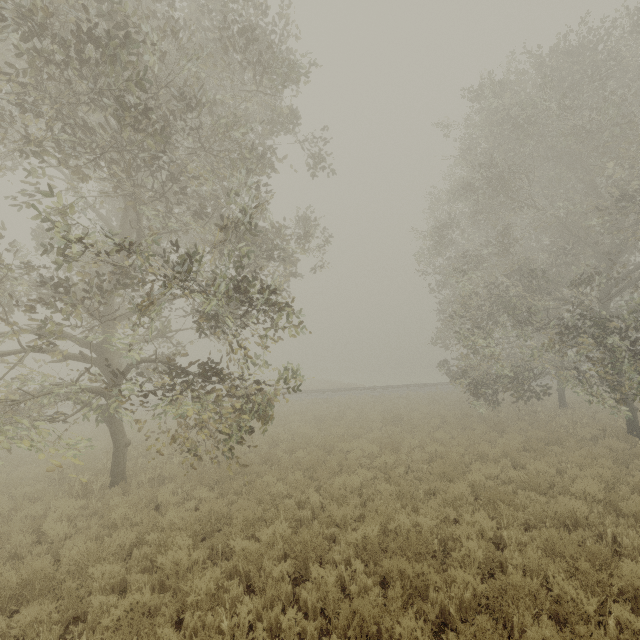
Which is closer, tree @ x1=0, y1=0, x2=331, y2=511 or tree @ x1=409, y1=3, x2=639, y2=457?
tree @ x1=0, y1=0, x2=331, y2=511

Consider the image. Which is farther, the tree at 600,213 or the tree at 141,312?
the tree at 600,213

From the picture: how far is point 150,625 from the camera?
4.4m
